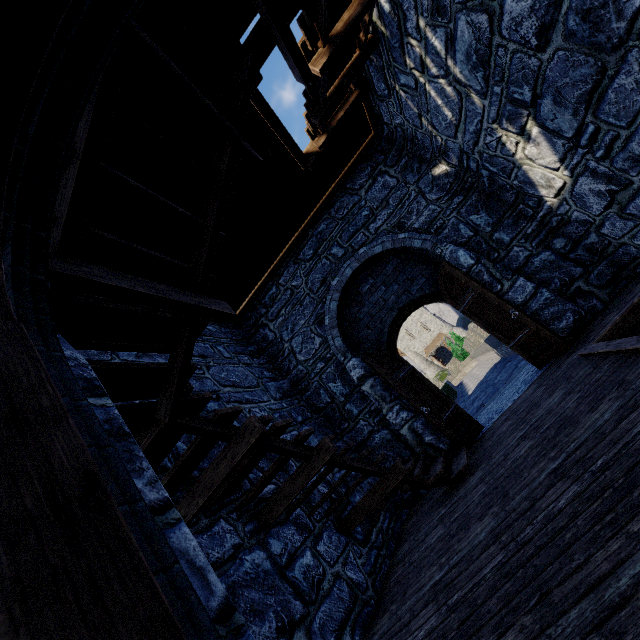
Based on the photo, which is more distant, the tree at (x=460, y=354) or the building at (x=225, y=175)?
the tree at (x=460, y=354)

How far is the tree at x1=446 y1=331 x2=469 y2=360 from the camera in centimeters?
3684cm

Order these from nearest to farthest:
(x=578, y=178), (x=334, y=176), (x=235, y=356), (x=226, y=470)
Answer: (x=226, y=470)
(x=578, y=178)
(x=235, y=356)
(x=334, y=176)

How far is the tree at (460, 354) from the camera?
36.8 meters

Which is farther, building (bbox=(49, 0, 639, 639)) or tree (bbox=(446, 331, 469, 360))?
tree (bbox=(446, 331, 469, 360))
